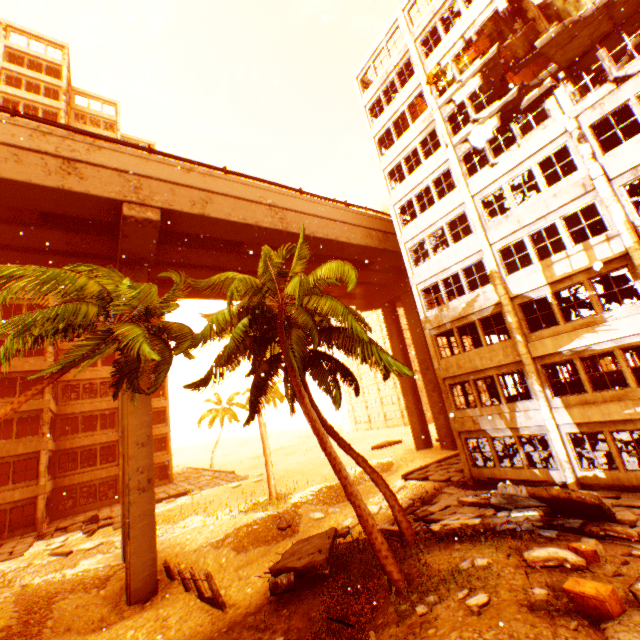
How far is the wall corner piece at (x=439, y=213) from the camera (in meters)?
18.19

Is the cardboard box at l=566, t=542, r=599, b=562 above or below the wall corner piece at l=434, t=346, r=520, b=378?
below

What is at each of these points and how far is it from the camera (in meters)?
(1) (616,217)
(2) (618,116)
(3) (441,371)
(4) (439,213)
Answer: (1) pillar, 12.40
(2) floor rubble, 14.06
(3) wall corner piece, 18.88
(4) wall corner piece, 19.09

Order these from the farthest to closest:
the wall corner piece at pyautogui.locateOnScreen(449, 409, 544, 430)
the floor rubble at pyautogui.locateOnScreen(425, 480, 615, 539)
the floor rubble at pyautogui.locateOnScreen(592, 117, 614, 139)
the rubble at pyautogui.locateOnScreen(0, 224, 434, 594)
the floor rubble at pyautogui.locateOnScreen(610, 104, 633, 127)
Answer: the wall corner piece at pyautogui.locateOnScreen(449, 409, 544, 430)
the floor rubble at pyautogui.locateOnScreen(592, 117, 614, 139)
the floor rubble at pyautogui.locateOnScreen(610, 104, 633, 127)
the floor rubble at pyautogui.locateOnScreen(425, 480, 615, 539)
the rubble at pyautogui.locateOnScreen(0, 224, 434, 594)

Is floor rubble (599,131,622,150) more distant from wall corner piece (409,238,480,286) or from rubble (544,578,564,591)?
rubble (544,578,564,591)

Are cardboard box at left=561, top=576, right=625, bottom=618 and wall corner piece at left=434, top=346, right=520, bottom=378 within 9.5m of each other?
no

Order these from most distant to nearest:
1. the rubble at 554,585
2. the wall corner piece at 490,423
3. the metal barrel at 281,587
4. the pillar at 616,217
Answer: the wall corner piece at 490,423 < the pillar at 616,217 < the metal barrel at 281,587 < the rubble at 554,585

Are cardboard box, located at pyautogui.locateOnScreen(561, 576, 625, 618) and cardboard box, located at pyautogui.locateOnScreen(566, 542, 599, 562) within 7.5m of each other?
yes
